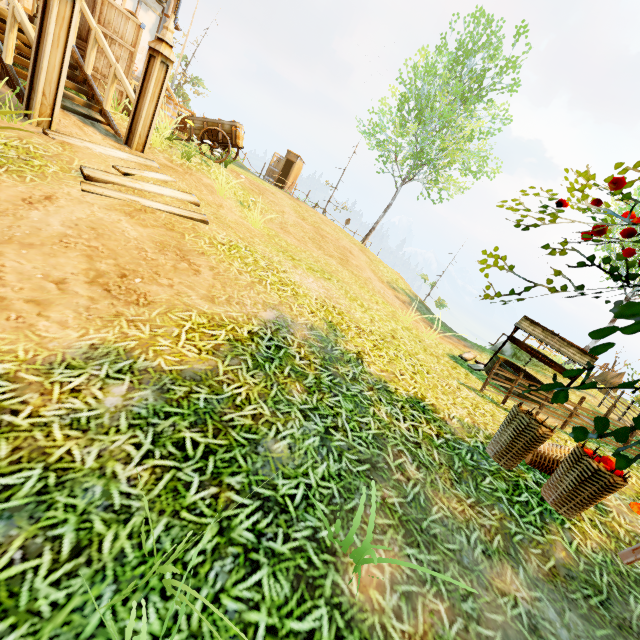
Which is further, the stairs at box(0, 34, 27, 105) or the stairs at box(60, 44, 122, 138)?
the stairs at box(60, 44, 122, 138)

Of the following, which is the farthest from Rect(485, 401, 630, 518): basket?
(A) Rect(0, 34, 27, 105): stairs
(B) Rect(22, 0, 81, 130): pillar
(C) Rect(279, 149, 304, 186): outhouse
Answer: (C) Rect(279, 149, 304, 186): outhouse

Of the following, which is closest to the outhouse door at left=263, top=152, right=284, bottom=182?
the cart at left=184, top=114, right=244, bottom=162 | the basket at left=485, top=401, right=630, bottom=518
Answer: the cart at left=184, top=114, right=244, bottom=162

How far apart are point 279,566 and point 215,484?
0.65m

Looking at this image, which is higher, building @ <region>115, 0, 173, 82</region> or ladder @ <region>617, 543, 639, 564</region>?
building @ <region>115, 0, 173, 82</region>

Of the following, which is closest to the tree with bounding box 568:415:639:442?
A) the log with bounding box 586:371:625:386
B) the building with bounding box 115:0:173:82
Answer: Result: the log with bounding box 586:371:625:386

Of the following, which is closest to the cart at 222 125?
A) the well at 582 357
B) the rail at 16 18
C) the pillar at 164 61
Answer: the pillar at 164 61

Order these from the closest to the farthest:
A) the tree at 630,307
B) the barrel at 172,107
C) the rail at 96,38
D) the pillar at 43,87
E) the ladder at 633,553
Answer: the tree at 630,307 < the ladder at 633,553 < the pillar at 43,87 < the rail at 96,38 < the barrel at 172,107
